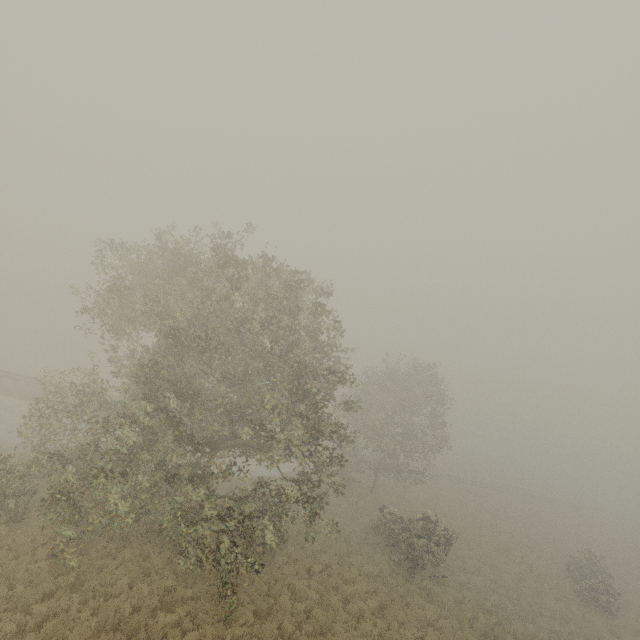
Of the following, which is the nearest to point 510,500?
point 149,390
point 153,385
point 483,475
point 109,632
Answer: point 483,475
